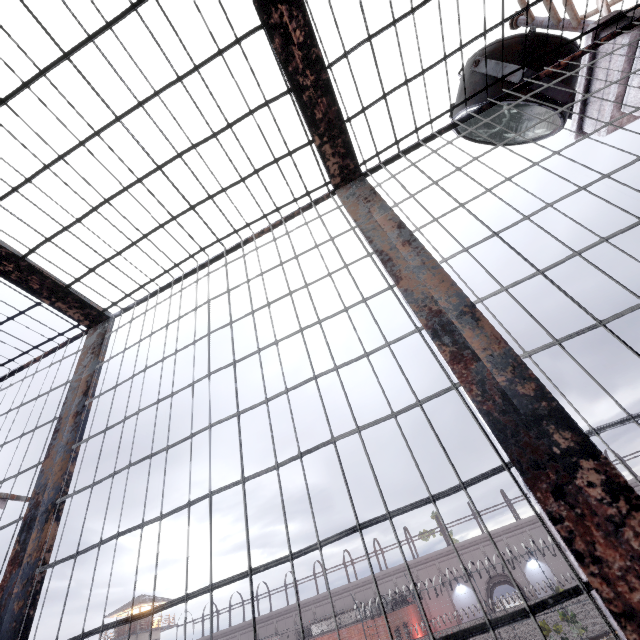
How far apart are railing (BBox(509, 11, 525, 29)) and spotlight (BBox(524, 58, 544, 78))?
0.10m

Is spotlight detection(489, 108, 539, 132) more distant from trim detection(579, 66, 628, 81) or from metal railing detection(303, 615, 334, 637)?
metal railing detection(303, 615, 334, 637)

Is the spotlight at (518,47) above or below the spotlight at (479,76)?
below

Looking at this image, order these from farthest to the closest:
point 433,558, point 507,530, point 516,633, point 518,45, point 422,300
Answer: point 433,558
point 507,530
point 516,633
point 518,45
point 422,300

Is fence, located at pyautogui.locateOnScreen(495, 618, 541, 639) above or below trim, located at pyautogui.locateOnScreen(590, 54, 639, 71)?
below

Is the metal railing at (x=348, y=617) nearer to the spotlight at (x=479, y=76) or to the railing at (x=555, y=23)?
the spotlight at (x=479, y=76)

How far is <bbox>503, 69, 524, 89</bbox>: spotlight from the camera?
2.5 meters
